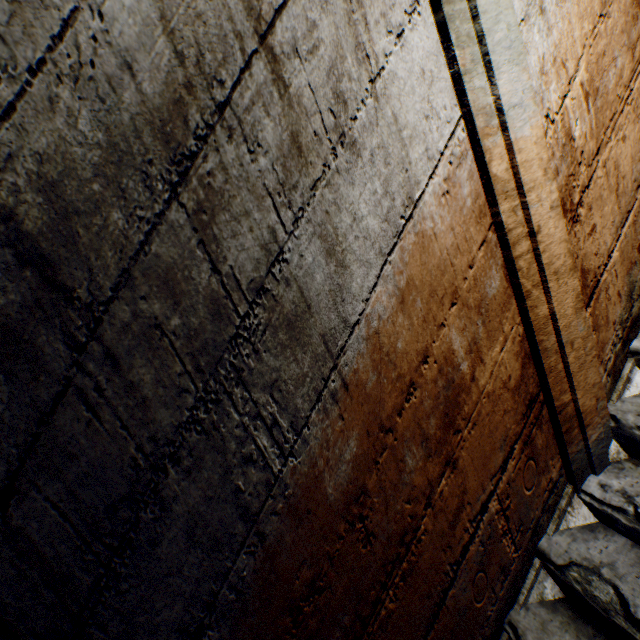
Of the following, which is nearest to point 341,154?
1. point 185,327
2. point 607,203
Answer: point 185,327
